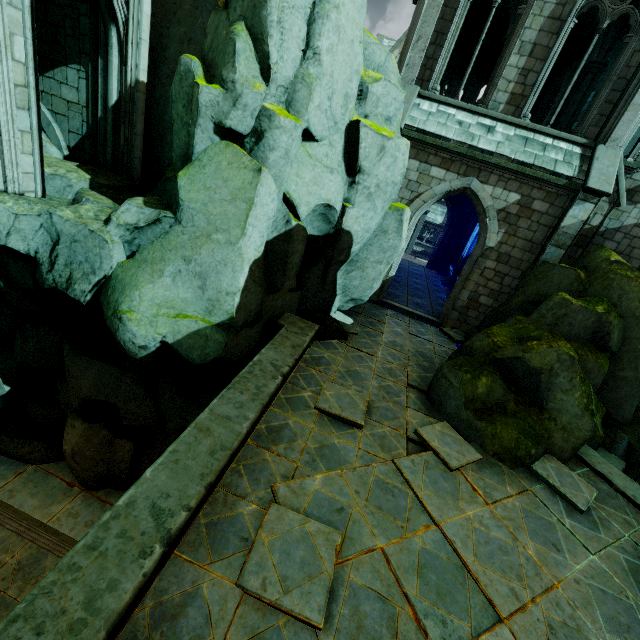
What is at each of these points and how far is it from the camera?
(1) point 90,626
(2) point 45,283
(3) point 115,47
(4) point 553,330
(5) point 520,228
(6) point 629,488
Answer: (1) wall trim, 2.5m
(2) rock, 7.6m
(3) building, 8.1m
(4) rock, 8.7m
(5) building, 11.3m
(6) stone column, 7.1m

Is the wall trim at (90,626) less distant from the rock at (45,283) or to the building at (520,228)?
the rock at (45,283)

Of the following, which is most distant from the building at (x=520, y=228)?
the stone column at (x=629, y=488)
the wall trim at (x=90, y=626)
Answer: the stone column at (x=629, y=488)

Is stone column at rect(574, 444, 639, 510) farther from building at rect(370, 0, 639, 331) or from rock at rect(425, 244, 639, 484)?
building at rect(370, 0, 639, 331)

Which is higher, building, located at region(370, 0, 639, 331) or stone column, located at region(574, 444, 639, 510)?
building, located at region(370, 0, 639, 331)

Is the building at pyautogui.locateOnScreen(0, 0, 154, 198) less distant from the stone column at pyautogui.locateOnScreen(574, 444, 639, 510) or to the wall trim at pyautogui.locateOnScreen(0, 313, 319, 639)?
the wall trim at pyautogui.locateOnScreen(0, 313, 319, 639)

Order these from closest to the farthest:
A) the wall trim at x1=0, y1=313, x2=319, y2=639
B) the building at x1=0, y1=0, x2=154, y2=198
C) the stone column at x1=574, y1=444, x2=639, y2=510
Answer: the wall trim at x1=0, y1=313, x2=319, y2=639, the building at x1=0, y1=0, x2=154, y2=198, the stone column at x1=574, y1=444, x2=639, y2=510

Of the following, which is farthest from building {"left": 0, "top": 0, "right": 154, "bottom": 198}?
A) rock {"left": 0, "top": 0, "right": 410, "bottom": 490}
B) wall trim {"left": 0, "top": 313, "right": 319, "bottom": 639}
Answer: wall trim {"left": 0, "top": 313, "right": 319, "bottom": 639}
